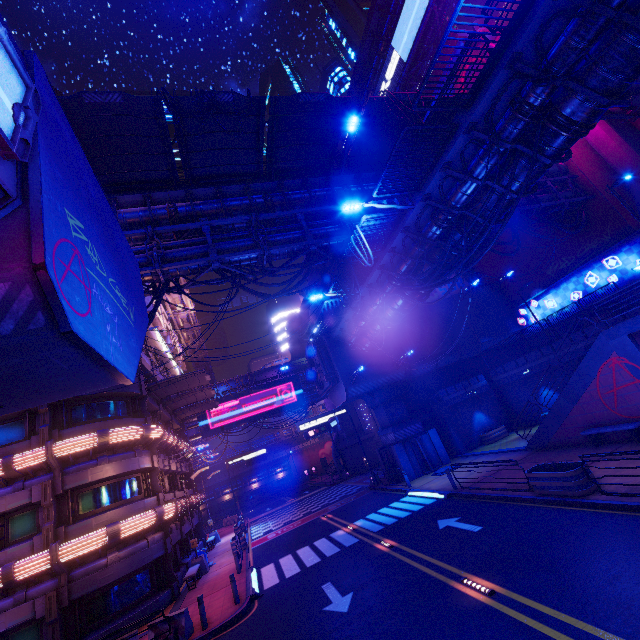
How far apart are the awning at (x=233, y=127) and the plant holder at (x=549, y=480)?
18.5m

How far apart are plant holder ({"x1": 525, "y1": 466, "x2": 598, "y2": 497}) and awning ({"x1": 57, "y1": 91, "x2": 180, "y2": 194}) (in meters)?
20.22

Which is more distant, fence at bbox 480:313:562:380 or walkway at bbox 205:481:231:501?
walkway at bbox 205:481:231:501

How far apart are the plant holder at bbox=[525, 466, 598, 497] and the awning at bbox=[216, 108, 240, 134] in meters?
18.5 m

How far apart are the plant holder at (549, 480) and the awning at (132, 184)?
20.22m

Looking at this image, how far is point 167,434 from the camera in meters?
22.5 m

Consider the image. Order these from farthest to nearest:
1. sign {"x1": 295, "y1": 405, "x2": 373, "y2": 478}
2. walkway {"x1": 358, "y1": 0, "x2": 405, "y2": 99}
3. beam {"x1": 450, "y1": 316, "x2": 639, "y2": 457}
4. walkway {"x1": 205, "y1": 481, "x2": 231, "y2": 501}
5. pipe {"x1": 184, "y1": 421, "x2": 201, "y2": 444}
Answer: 1. walkway {"x1": 205, "y1": 481, "x2": 231, "y2": 501}
2. pipe {"x1": 184, "y1": 421, "x2": 201, "y2": 444}
3. walkway {"x1": 358, "y1": 0, "x2": 405, "y2": 99}
4. sign {"x1": 295, "y1": 405, "x2": 373, "y2": 478}
5. beam {"x1": 450, "y1": 316, "x2": 639, "y2": 457}

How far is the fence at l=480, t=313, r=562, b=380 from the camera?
23.1m
